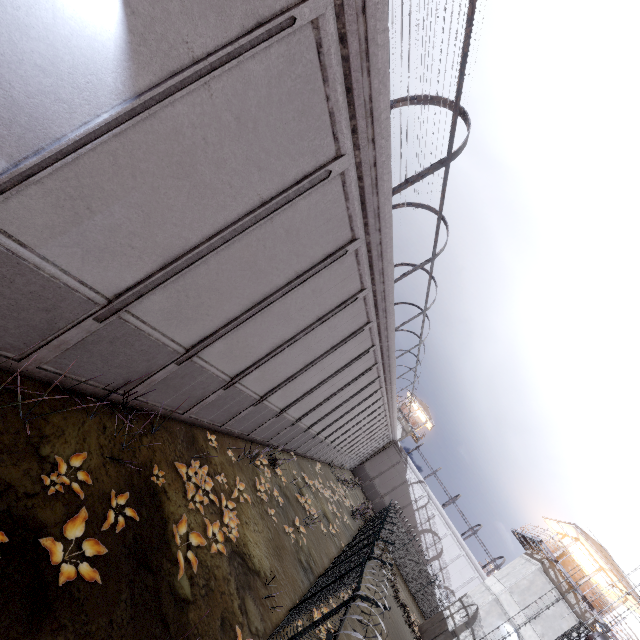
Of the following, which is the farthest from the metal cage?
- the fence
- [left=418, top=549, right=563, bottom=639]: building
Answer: [left=418, top=549, right=563, bottom=639]: building

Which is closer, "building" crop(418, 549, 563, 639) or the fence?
the fence

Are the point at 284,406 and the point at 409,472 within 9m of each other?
no

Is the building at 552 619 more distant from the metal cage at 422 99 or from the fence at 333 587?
the metal cage at 422 99

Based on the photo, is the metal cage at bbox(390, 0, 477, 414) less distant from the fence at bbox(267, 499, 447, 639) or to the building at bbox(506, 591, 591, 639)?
the fence at bbox(267, 499, 447, 639)

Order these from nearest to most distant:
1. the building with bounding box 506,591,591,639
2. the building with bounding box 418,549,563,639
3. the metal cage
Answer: the metal cage → the building with bounding box 506,591,591,639 → the building with bounding box 418,549,563,639

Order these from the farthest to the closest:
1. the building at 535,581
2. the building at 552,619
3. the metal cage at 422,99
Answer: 1. the building at 535,581
2. the building at 552,619
3. the metal cage at 422,99
